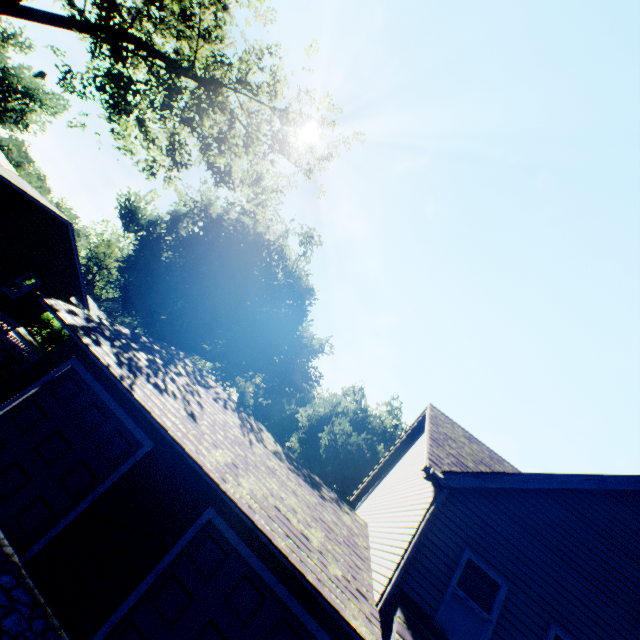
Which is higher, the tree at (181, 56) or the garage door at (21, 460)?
the tree at (181, 56)

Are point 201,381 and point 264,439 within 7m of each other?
yes

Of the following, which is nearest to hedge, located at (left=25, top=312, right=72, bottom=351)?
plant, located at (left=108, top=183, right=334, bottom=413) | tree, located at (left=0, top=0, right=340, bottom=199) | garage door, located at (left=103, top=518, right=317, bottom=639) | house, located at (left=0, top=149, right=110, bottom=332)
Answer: plant, located at (left=108, top=183, right=334, bottom=413)

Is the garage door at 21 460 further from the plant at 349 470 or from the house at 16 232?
the plant at 349 470

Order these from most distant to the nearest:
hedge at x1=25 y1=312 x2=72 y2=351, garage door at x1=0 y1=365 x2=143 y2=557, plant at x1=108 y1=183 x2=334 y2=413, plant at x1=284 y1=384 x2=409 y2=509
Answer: plant at x1=284 y1=384 x2=409 y2=509 < plant at x1=108 y1=183 x2=334 y2=413 < hedge at x1=25 y1=312 x2=72 y2=351 < garage door at x1=0 y1=365 x2=143 y2=557

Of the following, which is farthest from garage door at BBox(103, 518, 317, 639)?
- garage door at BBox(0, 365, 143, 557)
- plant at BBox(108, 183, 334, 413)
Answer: plant at BBox(108, 183, 334, 413)

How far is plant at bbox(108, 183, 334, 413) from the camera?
30.7 meters

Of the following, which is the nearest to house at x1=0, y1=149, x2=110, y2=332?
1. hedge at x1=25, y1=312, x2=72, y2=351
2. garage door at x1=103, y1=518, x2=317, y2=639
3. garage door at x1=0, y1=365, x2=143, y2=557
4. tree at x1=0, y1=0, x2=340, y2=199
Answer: tree at x1=0, y1=0, x2=340, y2=199
